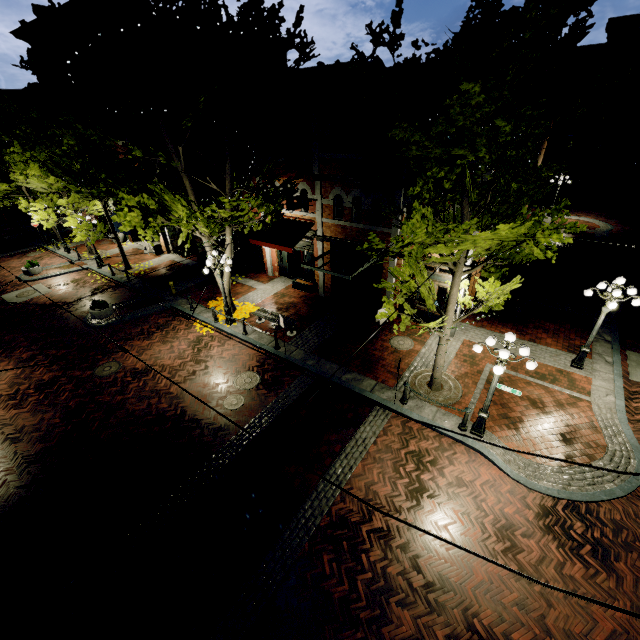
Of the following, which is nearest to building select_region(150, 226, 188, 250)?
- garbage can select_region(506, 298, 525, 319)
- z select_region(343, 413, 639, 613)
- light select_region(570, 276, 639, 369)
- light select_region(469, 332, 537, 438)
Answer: z select_region(343, 413, 639, 613)

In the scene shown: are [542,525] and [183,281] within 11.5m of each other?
no

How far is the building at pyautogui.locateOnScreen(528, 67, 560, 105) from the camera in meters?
13.6

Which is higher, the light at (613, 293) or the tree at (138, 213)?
the tree at (138, 213)

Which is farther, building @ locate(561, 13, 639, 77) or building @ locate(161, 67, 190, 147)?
building @ locate(561, 13, 639, 77)

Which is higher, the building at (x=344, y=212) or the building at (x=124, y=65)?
the building at (x=124, y=65)

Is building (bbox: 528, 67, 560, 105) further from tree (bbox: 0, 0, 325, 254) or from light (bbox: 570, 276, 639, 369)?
light (bbox: 570, 276, 639, 369)
